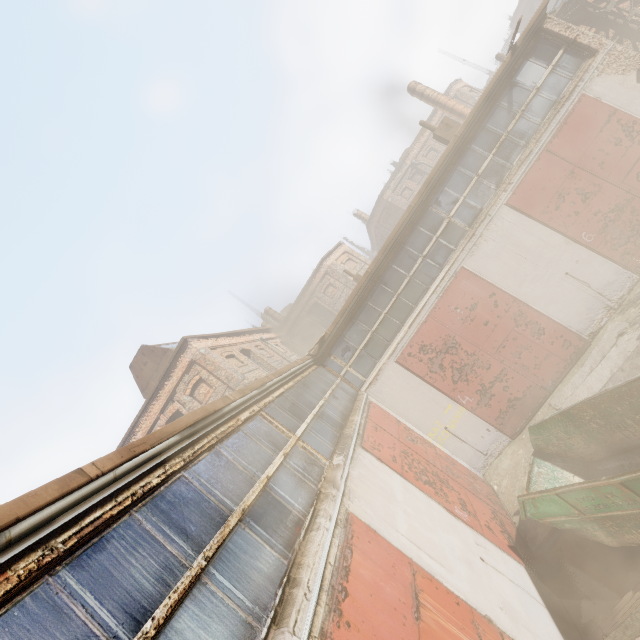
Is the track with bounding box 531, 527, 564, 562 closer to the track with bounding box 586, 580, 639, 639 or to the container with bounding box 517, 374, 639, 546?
the container with bounding box 517, 374, 639, 546

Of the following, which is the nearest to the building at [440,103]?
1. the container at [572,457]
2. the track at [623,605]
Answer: the container at [572,457]

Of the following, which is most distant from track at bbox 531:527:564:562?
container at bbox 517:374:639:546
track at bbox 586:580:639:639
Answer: track at bbox 586:580:639:639

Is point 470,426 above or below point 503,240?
below

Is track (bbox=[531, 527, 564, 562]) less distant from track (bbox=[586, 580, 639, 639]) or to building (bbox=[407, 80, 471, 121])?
track (bbox=[586, 580, 639, 639])

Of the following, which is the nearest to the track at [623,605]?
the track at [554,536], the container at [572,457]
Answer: the container at [572,457]

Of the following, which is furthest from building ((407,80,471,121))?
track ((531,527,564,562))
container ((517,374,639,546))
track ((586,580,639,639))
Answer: track ((586,580,639,639))
